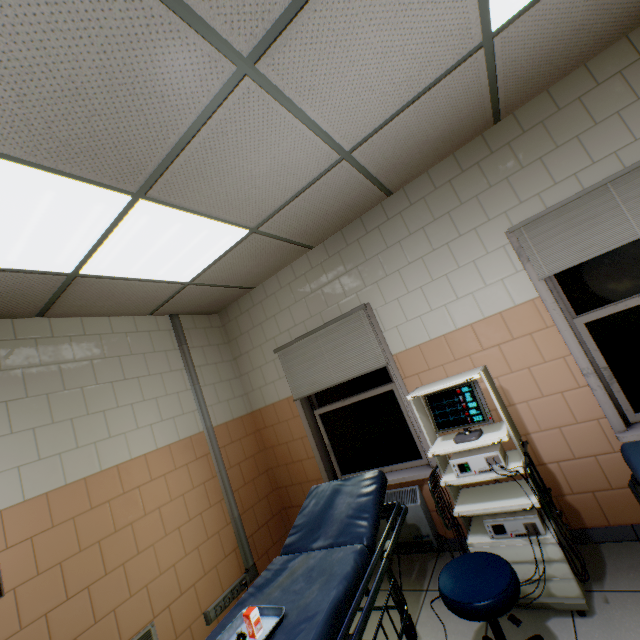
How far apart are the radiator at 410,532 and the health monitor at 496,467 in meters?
0.5 m

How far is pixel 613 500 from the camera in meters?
2.4

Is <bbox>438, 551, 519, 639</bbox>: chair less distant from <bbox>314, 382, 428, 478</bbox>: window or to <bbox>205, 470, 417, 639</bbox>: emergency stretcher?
<bbox>205, 470, 417, 639</bbox>: emergency stretcher

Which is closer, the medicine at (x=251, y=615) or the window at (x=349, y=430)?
the medicine at (x=251, y=615)

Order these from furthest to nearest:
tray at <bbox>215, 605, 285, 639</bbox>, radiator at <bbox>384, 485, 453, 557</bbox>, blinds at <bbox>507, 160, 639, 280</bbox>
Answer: radiator at <bbox>384, 485, 453, 557</bbox>, blinds at <bbox>507, 160, 639, 280</bbox>, tray at <bbox>215, 605, 285, 639</bbox>

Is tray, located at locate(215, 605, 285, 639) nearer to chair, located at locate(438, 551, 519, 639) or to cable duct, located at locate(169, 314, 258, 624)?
chair, located at locate(438, 551, 519, 639)

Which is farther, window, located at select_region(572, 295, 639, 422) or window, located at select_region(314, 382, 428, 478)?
window, located at select_region(314, 382, 428, 478)

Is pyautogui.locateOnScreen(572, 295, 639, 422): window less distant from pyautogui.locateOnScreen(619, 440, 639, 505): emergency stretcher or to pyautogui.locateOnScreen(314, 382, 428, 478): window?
pyautogui.locateOnScreen(619, 440, 639, 505): emergency stretcher
